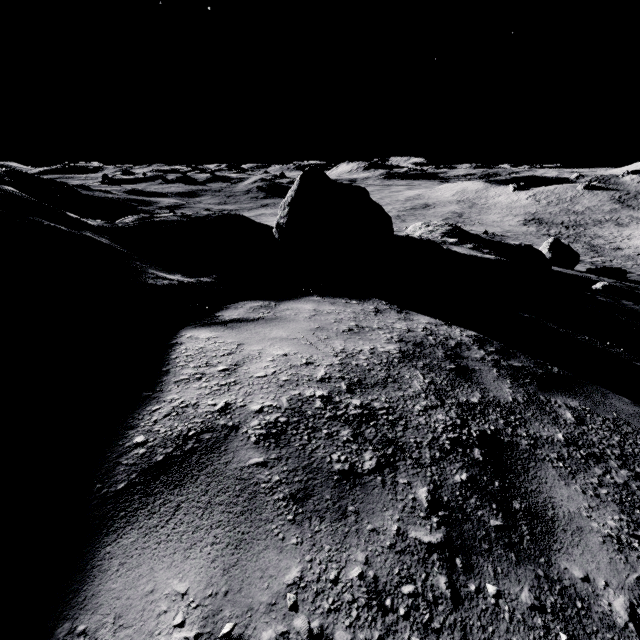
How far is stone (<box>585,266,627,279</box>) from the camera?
27.9m

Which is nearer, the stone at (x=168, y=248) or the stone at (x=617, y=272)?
the stone at (x=168, y=248)

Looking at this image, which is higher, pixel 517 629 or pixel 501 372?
pixel 517 629

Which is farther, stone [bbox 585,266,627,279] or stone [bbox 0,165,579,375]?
stone [bbox 585,266,627,279]

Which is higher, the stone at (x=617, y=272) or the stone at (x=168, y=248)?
the stone at (x=168, y=248)

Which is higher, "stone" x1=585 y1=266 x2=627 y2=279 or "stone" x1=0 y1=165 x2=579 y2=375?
"stone" x1=0 y1=165 x2=579 y2=375
